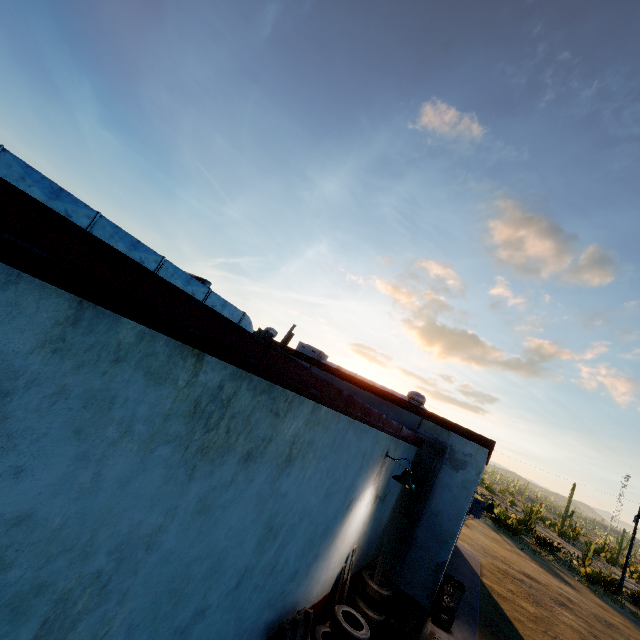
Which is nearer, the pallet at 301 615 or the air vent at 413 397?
the pallet at 301 615

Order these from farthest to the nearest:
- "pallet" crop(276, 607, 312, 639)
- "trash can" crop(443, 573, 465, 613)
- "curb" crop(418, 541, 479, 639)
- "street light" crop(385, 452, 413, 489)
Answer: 1. "trash can" crop(443, 573, 465, 613)
2. "curb" crop(418, 541, 479, 639)
3. "street light" crop(385, 452, 413, 489)
4. "pallet" crop(276, 607, 312, 639)

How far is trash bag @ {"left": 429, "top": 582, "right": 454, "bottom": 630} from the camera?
8.72m

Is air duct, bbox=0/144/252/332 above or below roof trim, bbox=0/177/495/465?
above

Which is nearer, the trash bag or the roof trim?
the roof trim

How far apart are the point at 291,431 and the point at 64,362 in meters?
2.2 m

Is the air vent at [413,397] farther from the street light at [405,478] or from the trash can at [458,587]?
the trash can at [458,587]

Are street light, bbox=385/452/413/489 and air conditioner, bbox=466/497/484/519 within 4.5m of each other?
no
